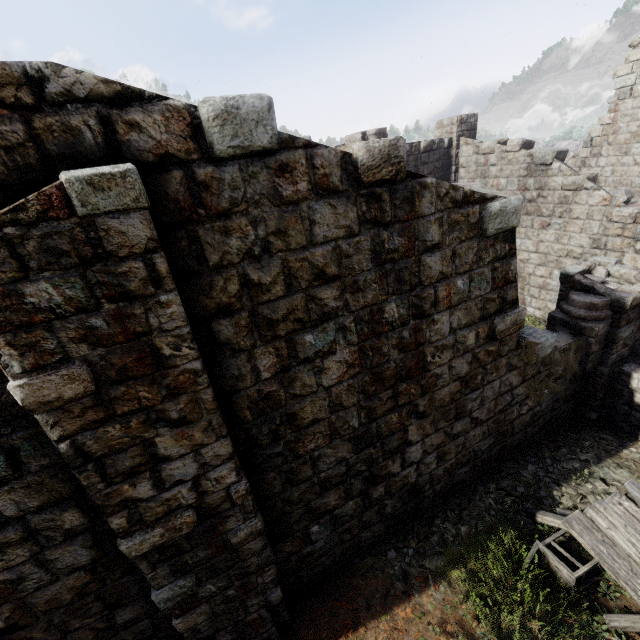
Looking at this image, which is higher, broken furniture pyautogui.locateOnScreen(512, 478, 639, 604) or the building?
the building

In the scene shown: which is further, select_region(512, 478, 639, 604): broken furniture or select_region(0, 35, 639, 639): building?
select_region(512, 478, 639, 604): broken furniture

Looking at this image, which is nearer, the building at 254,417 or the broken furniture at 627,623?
the building at 254,417

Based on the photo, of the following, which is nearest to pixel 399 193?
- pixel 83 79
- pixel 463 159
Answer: pixel 83 79

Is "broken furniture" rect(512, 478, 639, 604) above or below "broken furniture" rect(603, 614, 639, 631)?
above
